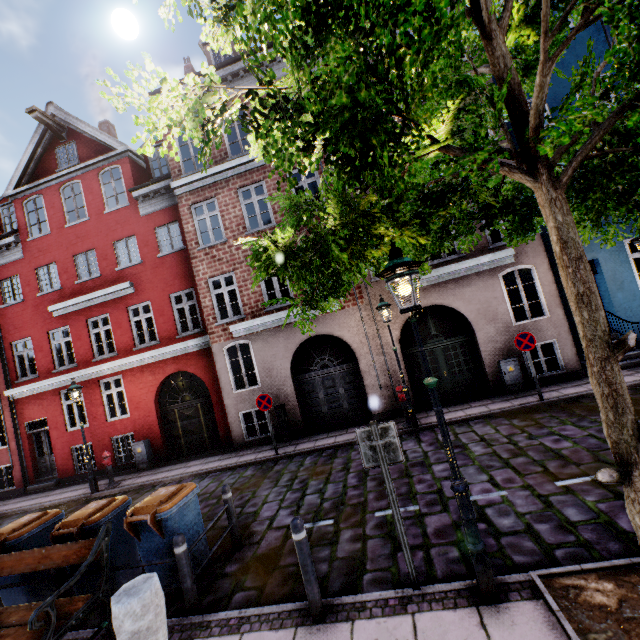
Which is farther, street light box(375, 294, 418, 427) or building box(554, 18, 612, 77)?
building box(554, 18, 612, 77)

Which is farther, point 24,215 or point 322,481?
point 24,215

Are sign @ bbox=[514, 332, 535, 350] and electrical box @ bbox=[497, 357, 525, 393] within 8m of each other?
yes

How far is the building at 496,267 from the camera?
10.30m

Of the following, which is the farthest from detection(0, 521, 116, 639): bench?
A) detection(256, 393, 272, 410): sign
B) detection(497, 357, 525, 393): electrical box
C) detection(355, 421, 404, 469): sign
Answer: detection(497, 357, 525, 393): electrical box

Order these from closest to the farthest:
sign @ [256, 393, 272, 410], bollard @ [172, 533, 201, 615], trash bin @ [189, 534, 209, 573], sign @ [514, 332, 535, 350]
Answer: bollard @ [172, 533, 201, 615], trash bin @ [189, 534, 209, 573], sign @ [514, 332, 535, 350], sign @ [256, 393, 272, 410]

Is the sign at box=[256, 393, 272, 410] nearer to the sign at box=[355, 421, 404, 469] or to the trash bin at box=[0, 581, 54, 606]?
the trash bin at box=[0, 581, 54, 606]

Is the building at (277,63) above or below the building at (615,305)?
above
